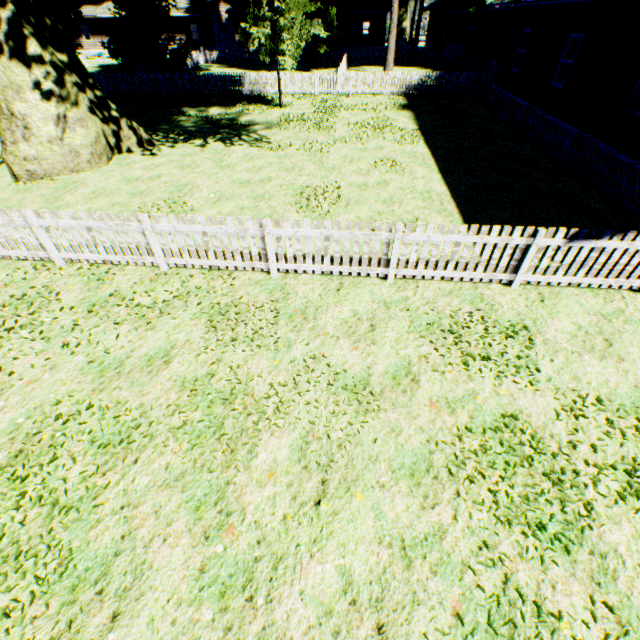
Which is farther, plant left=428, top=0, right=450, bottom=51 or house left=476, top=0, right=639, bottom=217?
plant left=428, top=0, right=450, bottom=51

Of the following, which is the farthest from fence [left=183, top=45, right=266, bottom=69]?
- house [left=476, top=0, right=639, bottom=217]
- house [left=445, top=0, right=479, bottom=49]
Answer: house [left=445, top=0, right=479, bottom=49]

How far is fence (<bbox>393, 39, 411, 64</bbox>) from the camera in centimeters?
3609cm

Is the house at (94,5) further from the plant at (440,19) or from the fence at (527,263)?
the plant at (440,19)

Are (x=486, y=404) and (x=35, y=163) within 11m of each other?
no

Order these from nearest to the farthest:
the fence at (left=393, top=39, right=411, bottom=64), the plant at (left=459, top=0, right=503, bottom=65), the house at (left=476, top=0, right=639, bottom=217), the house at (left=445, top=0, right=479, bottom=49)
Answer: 1. the house at (left=476, top=0, right=639, bottom=217)
2. the plant at (left=459, top=0, right=503, bottom=65)
3. the fence at (left=393, top=39, right=411, bottom=64)
4. the house at (left=445, top=0, right=479, bottom=49)

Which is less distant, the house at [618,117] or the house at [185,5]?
the house at [618,117]

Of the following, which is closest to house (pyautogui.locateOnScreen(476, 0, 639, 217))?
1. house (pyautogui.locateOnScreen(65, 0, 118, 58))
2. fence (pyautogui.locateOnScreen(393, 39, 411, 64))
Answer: fence (pyautogui.locateOnScreen(393, 39, 411, 64))
